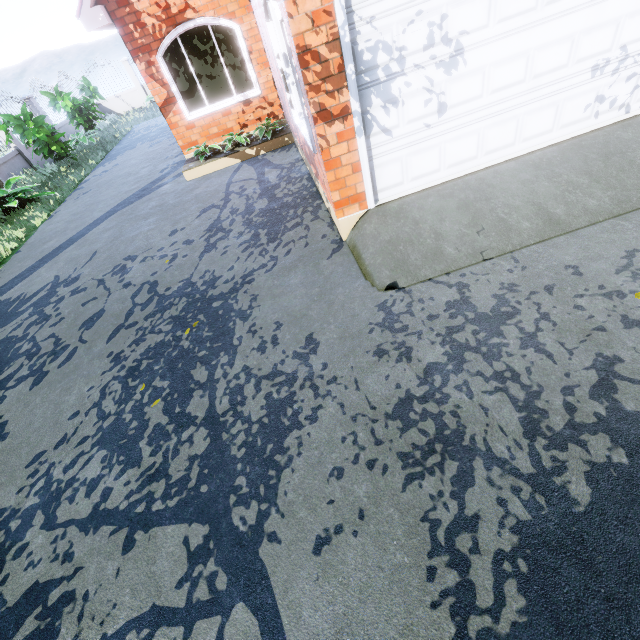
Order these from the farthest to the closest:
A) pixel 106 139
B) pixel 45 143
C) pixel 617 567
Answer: pixel 106 139 → pixel 45 143 → pixel 617 567

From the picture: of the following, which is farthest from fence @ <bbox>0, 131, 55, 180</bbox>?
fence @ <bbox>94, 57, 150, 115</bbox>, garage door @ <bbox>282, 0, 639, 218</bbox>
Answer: garage door @ <bbox>282, 0, 639, 218</bbox>

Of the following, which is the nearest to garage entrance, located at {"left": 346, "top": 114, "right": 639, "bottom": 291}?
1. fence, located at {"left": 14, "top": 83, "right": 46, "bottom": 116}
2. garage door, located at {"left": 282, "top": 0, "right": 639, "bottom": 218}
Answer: garage door, located at {"left": 282, "top": 0, "right": 639, "bottom": 218}

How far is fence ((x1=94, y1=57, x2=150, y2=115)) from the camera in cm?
1927

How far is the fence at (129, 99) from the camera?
19.27m

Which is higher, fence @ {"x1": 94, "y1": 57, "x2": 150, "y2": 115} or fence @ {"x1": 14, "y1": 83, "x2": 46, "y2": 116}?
fence @ {"x1": 14, "y1": 83, "x2": 46, "y2": 116}

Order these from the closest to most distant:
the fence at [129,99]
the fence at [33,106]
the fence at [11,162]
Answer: the fence at [11,162]
the fence at [33,106]
the fence at [129,99]

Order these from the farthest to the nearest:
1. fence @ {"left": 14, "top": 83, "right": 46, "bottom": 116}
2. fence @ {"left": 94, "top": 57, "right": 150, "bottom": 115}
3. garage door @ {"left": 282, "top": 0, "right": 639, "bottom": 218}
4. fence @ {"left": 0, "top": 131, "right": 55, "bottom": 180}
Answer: fence @ {"left": 94, "top": 57, "right": 150, "bottom": 115} → fence @ {"left": 14, "top": 83, "right": 46, "bottom": 116} → fence @ {"left": 0, "top": 131, "right": 55, "bottom": 180} → garage door @ {"left": 282, "top": 0, "right": 639, "bottom": 218}
